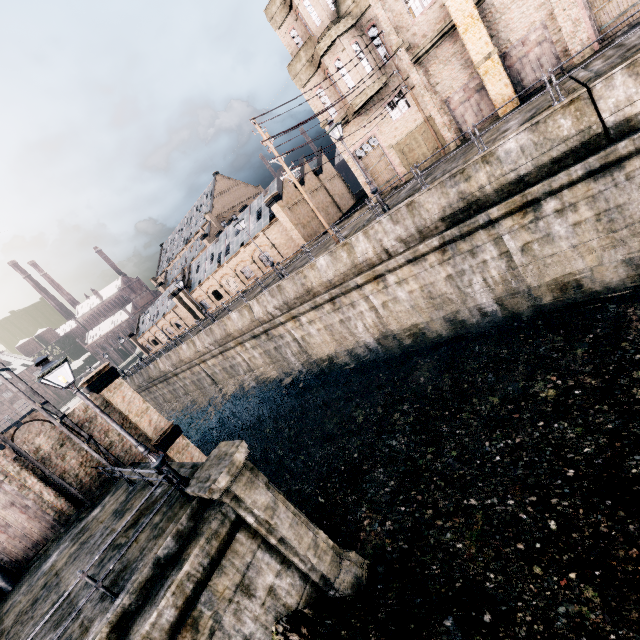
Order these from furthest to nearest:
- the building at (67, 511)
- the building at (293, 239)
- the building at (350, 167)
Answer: the building at (293, 239)
the building at (350, 167)
the building at (67, 511)

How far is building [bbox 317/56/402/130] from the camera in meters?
22.7

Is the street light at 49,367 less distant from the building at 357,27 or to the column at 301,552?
the column at 301,552

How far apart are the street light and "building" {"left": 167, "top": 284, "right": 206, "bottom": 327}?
49.2m

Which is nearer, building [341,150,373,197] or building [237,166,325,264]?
building [341,150,373,197]

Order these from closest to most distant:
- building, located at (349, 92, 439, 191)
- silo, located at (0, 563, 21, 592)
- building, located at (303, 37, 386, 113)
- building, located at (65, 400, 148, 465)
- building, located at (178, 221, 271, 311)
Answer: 1. silo, located at (0, 563, 21, 592)
2. building, located at (65, 400, 148, 465)
3. building, located at (303, 37, 386, 113)
4. building, located at (349, 92, 439, 191)
5. building, located at (178, 221, 271, 311)

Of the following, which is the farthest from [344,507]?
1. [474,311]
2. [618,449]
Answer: [474,311]

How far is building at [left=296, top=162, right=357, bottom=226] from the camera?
40.1m
